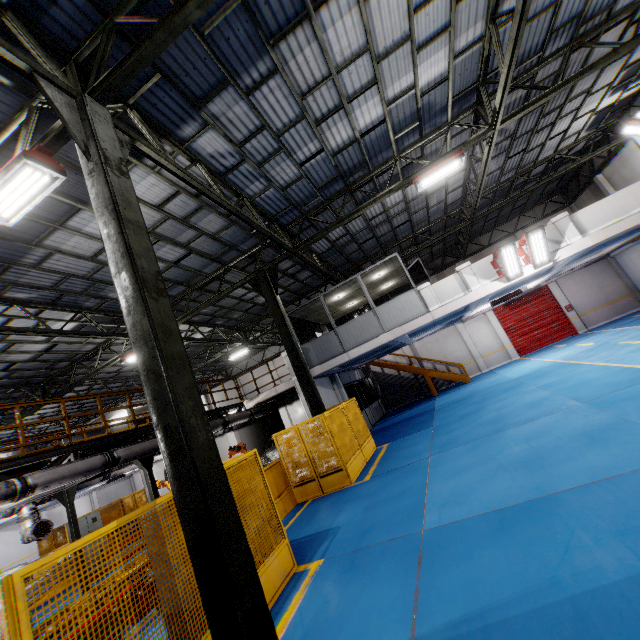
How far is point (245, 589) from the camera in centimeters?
326cm

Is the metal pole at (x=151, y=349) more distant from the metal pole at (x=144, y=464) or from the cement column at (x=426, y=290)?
the cement column at (x=426, y=290)

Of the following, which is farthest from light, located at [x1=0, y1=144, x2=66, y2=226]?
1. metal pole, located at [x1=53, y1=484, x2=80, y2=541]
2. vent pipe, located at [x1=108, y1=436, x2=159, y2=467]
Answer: metal pole, located at [x1=53, y1=484, x2=80, y2=541]

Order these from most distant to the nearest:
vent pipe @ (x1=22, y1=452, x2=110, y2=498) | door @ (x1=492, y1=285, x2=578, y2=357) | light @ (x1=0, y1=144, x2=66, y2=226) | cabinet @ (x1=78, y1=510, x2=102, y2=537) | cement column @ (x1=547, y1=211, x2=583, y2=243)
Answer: door @ (x1=492, y1=285, x2=578, y2=357)
cabinet @ (x1=78, y1=510, x2=102, y2=537)
cement column @ (x1=547, y1=211, x2=583, y2=243)
vent pipe @ (x1=22, y1=452, x2=110, y2=498)
light @ (x1=0, y1=144, x2=66, y2=226)

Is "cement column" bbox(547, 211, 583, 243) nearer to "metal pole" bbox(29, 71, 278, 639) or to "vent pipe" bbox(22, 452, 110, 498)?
"metal pole" bbox(29, 71, 278, 639)

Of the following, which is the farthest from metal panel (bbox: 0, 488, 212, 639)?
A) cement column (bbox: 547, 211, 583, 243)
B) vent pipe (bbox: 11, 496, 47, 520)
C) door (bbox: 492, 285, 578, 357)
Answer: door (bbox: 492, 285, 578, 357)

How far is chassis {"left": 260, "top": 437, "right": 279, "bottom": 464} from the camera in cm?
1914

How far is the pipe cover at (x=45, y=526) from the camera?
10.0m
